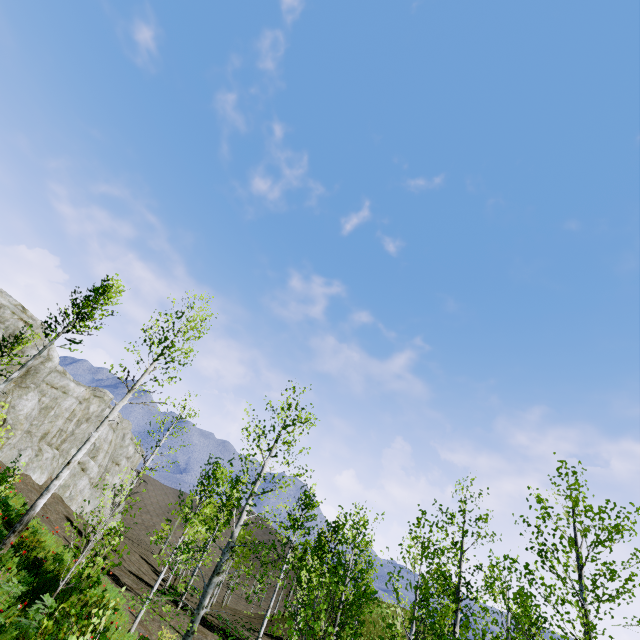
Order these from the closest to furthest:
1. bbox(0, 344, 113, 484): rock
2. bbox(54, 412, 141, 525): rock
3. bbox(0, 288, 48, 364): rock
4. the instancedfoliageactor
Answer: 1. the instancedfoliageactor
2. bbox(0, 288, 48, 364): rock
3. bbox(0, 344, 113, 484): rock
4. bbox(54, 412, 141, 525): rock

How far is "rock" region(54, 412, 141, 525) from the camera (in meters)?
28.73

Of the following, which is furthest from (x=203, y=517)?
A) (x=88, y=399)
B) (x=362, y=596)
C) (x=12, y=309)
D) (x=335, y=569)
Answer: (x=335, y=569)

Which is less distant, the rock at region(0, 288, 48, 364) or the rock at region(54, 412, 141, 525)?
the rock at region(0, 288, 48, 364)

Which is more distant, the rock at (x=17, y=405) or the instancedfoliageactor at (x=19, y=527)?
the rock at (x=17, y=405)

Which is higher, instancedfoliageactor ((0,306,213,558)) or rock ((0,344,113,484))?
rock ((0,344,113,484))
